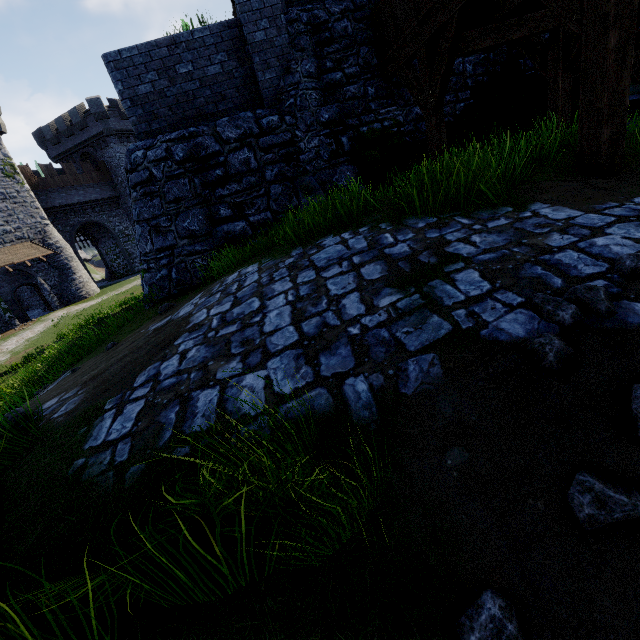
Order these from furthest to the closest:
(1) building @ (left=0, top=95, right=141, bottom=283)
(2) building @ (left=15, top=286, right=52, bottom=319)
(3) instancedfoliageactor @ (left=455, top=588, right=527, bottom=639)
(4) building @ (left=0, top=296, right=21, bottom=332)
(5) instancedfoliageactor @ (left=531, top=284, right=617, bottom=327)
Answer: (2) building @ (left=15, top=286, right=52, bottom=319)
(1) building @ (left=0, top=95, right=141, bottom=283)
(4) building @ (left=0, top=296, right=21, bottom=332)
(5) instancedfoliageactor @ (left=531, top=284, right=617, bottom=327)
(3) instancedfoliageactor @ (left=455, top=588, right=527, bottom=639)

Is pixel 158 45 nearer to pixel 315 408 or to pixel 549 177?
pixel 549 177

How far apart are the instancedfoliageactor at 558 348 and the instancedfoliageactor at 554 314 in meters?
0.1

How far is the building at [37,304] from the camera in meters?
27.7 m

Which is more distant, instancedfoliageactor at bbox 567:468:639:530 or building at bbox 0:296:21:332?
building at bbox 0:296:21:332

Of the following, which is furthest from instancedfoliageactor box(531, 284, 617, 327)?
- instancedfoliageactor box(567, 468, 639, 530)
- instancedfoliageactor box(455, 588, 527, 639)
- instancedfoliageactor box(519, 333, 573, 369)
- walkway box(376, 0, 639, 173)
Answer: walkway box(376, 0, 639, 173)

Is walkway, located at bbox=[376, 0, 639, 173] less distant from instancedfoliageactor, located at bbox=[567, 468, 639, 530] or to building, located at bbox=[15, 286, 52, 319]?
instancedfoliageactor, located at bbox=[567, 468, 639, 530]

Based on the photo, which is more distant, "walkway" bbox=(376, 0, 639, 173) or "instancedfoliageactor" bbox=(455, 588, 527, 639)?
"walkway" bbox=(376, 0, 639, 173)
